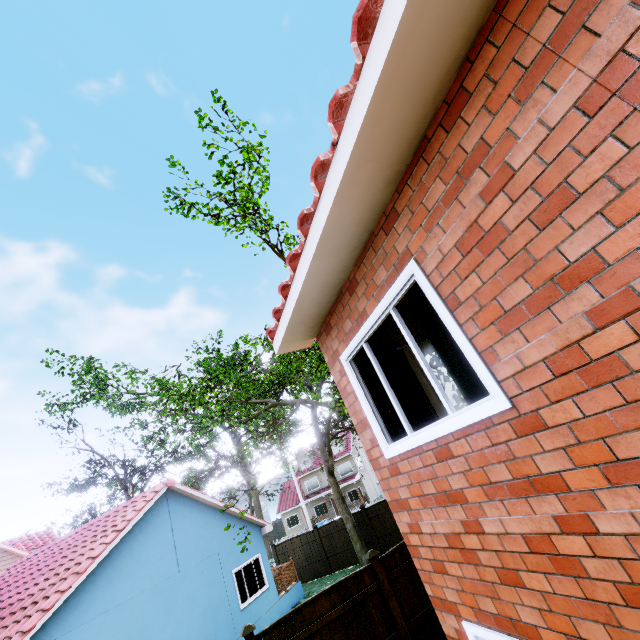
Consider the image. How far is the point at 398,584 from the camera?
8.20m

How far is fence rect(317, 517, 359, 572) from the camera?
18.3m

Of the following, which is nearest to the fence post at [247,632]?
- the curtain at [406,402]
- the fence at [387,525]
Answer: the fence at [387,525]

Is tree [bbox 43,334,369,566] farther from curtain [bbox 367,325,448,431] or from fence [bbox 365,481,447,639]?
curtain [bbox 367,325,448,431]

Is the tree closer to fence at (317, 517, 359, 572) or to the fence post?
fence at (317, 517, 359, 572)

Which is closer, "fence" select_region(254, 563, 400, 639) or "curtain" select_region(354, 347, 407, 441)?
"curtain" select_region(354, 347, 407, 441)

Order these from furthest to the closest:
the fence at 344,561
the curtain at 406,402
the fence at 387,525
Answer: the fence at 344,561, the fence at 387,525, the curtain at 406,402
